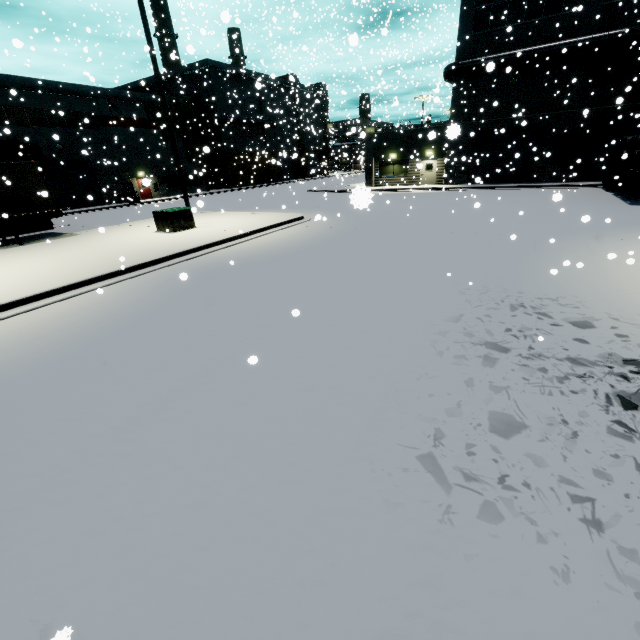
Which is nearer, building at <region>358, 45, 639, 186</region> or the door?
building at <region>358, 45, 639, 186</region>

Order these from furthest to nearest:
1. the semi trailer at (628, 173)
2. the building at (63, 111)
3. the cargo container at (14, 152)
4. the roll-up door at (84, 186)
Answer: the roll-up door at (84, 186), the building at (63, 111), the cargo container at (14, 152), the semi trailer at (628, 173)

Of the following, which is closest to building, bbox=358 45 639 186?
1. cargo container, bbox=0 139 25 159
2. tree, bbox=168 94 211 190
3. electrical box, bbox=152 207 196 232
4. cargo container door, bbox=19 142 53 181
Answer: tree, bbox=168 94 211 190

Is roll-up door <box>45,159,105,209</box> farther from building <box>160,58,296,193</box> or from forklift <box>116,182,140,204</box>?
forklift <box>116,182,140,204</box>

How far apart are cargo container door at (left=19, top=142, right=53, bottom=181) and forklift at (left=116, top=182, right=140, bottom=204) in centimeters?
1147cm

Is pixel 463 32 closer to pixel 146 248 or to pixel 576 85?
pixel 576 85

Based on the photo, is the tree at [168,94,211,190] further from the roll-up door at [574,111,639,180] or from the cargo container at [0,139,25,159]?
the cargo container at [0,139,25,159]

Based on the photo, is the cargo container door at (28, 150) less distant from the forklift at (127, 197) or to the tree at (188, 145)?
the tree at (188, 145)
